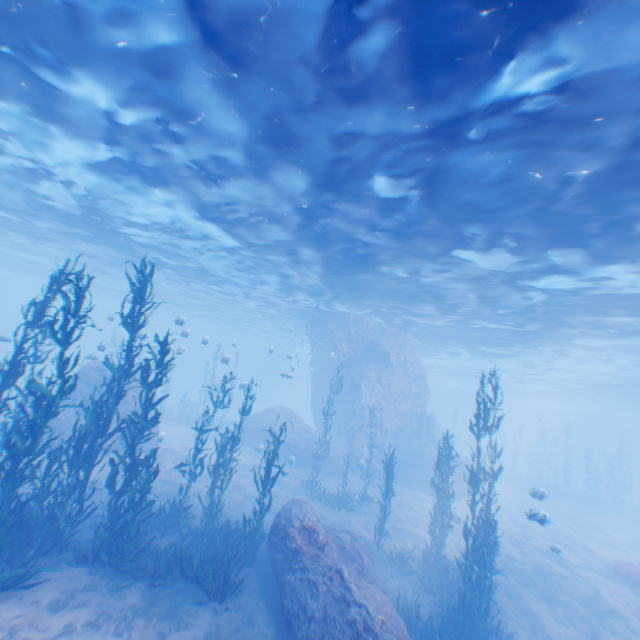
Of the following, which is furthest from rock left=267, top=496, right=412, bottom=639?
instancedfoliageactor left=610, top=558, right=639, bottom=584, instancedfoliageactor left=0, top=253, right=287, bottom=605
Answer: instancedfoliageactor left=610, top=558, right=639, bottom=584

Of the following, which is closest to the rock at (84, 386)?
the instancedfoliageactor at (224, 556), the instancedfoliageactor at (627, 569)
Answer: the instancedfoliageactor at (224, 556)

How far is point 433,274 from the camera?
16.9 meters

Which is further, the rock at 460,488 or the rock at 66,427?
the rock at 460,488

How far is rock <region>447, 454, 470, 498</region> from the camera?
24.23m

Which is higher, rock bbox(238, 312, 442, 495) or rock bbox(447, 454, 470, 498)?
rock bbox(238, 312, 442, 495)
